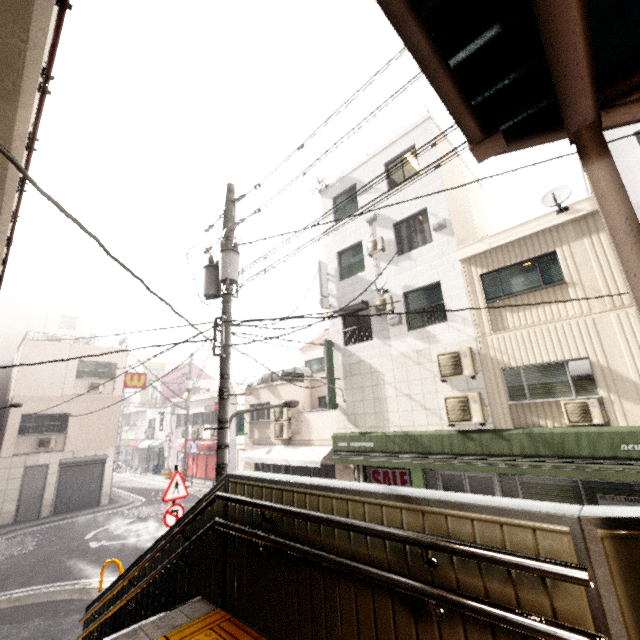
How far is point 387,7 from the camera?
1.20m

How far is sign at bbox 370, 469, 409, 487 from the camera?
11.8 meters

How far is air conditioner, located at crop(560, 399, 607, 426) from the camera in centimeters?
761cm

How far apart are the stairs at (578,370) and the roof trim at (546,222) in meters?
3.6 m

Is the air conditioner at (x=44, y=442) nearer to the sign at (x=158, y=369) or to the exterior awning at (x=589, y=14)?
the sign at (x=158, y=369)

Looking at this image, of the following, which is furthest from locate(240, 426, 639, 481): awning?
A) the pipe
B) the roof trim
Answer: the pipe

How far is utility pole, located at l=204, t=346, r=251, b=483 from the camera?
6.1m

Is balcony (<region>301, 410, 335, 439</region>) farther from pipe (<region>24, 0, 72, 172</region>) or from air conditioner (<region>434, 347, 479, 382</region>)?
pipe (<region>24, 0, 72, 172</region>)
